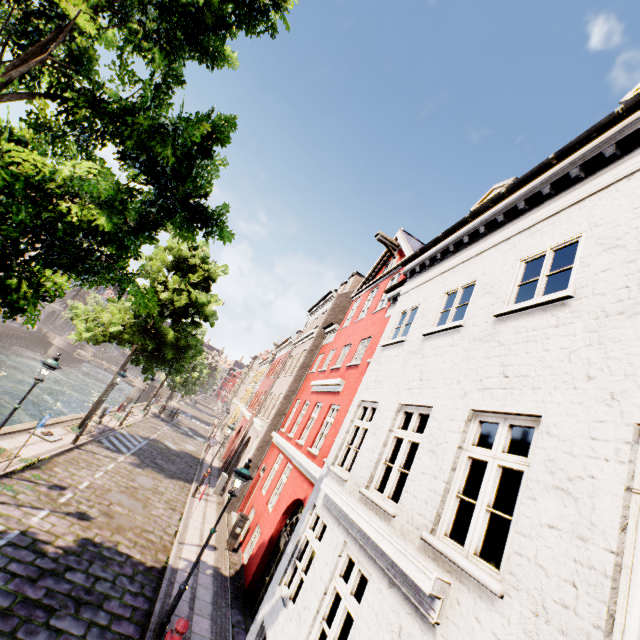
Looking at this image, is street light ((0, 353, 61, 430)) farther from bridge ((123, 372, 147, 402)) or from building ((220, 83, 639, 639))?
bridge ((123, 372, 147, 402))

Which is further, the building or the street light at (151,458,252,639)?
the street light at (151,458,252,639)

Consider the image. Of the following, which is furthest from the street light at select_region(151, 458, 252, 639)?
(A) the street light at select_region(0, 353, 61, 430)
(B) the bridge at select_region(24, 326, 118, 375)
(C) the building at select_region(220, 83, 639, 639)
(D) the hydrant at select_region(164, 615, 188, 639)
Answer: (B) the bridge at select_region(24, 326, 118, 375)

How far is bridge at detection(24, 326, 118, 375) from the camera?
45.5 meters

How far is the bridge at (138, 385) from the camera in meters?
47.2

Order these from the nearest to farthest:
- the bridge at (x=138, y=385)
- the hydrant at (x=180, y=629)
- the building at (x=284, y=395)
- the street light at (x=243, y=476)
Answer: the building at (x=284, y=395), the hydrant at (x=180, y=629), the street light at (x=243, y=476), the bridge at (x=138, y=385)

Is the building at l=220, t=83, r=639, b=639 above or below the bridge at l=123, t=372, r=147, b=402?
above

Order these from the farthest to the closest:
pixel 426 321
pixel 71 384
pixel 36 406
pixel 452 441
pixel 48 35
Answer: pixel 71 384, pixel 36 406, pixel 426 321, pixel 48 35, pixel 452 441
